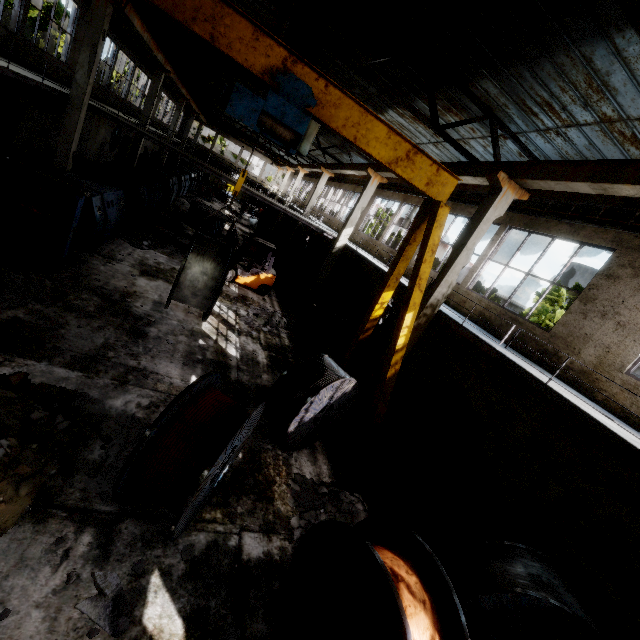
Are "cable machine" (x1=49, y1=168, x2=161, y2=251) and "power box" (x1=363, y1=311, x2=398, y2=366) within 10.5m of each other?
no

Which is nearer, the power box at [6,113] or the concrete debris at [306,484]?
the concrete debris at [306,484]

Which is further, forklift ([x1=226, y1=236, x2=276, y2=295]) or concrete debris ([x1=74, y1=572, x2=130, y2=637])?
forklift ([x1=226, y1=236, x2=276, y2=295])

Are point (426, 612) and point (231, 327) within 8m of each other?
no

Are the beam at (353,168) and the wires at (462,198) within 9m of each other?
yes

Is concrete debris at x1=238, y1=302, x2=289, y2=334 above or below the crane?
below

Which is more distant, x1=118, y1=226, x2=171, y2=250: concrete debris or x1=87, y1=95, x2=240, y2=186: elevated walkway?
x1=87, y1=95, x2=240, y2=186: elevated walkway

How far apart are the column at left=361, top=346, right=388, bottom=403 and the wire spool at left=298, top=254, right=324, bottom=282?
13.6 meters
